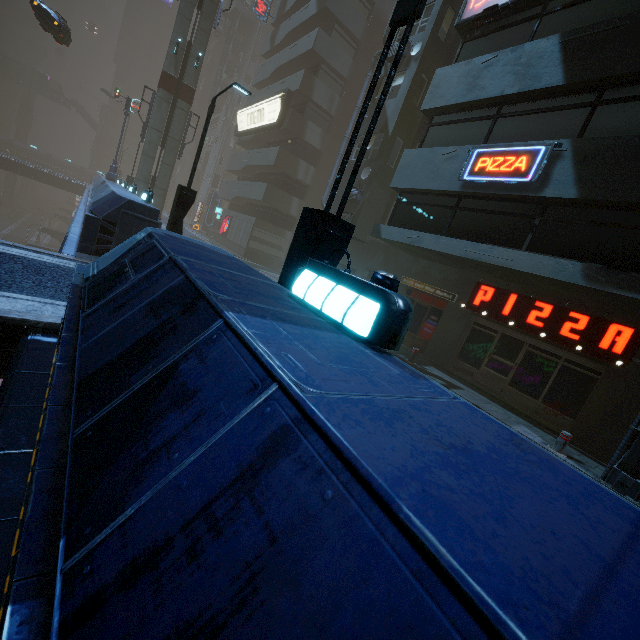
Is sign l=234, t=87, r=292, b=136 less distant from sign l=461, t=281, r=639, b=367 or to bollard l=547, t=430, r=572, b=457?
sign l=461, t=281, r=639, b=367

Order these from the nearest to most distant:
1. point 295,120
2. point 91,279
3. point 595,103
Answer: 1. point 91,279
2. point 595,103
3. point 295,120

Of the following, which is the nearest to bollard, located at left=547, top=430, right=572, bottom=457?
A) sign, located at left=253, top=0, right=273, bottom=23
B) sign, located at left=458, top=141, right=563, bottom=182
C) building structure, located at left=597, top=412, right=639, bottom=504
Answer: building structure, located at left=597, top=412, right=639, bottom=504

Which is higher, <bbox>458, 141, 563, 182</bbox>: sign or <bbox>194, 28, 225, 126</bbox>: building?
<bbox>194, 28, 225, 126</bbox>: building

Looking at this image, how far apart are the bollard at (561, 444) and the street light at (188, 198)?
13.0m

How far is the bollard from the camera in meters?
8.0 m

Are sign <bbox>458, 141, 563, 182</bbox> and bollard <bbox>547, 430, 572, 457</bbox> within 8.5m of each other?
yes

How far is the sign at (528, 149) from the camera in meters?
8.6
